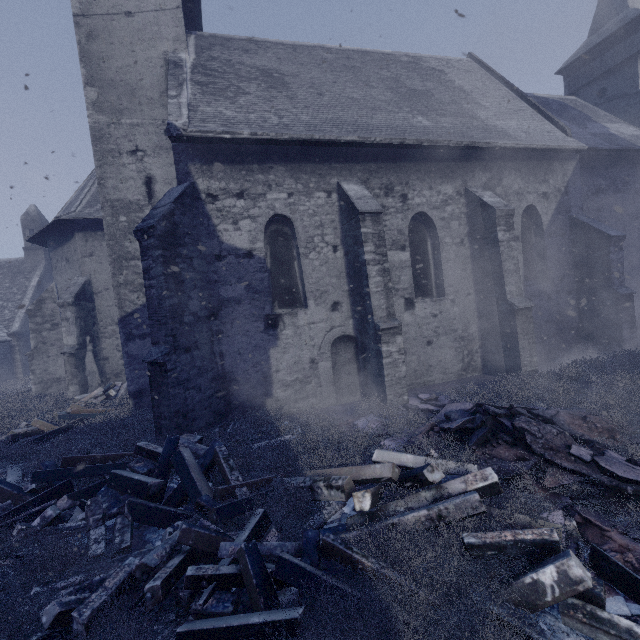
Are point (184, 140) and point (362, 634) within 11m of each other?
yes

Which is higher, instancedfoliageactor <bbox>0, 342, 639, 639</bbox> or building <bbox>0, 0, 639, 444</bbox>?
building <bbox>0, 0, 639, 444</bbox>

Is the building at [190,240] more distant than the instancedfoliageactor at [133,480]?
Yes

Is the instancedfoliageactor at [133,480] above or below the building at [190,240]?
below

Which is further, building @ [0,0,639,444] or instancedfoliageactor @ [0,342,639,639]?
building @ [0,0,639,444]
